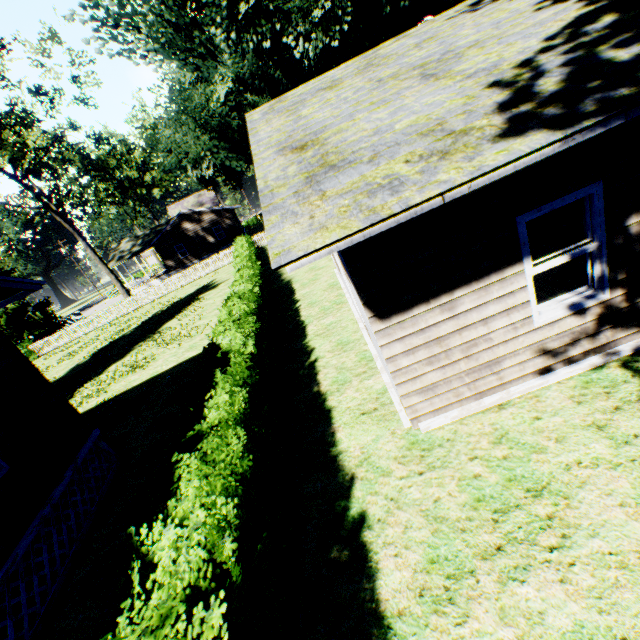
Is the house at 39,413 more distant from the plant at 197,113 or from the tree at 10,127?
the tree at 10,127

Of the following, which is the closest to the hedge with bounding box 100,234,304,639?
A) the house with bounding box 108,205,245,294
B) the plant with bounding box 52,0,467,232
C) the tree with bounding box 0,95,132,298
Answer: the plant with bounding box 52,0,467,232

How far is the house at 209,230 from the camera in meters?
37.7 m

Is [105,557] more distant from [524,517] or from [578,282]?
[578,282]

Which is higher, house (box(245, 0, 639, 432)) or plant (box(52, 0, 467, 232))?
plant (box(52, 0, 467, 232))

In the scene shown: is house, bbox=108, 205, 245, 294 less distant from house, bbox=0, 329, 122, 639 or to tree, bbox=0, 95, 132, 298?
tree, bbox=0, 95, 132, 298

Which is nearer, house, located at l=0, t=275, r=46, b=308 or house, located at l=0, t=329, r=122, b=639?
house, located at l=0, t=329, r=122, b=639

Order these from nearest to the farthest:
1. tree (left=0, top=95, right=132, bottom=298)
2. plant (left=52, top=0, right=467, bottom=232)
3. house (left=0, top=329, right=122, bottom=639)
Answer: house (left=0, top=329, right=122, bottom=639) → plant (left=52, top=0, right=467, bottom=232) → tree (left=0, top=95, right=132, bottom=298)
